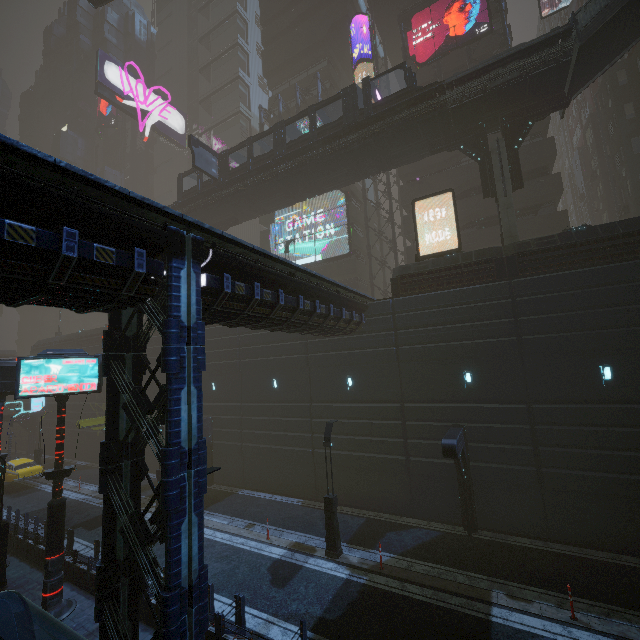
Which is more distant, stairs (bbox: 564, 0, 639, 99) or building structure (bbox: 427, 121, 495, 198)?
building structure (bbox: 427, 121, 495, 198)

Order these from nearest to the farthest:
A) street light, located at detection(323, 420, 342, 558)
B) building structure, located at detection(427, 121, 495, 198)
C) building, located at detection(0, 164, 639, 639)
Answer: building, located at detection(0, 164, 639, 639) → street light, located at detection(323, 420, 342, 558) → building structure, located at detection(427, 121, 495, 198)

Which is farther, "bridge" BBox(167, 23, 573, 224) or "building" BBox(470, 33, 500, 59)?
"building" BBox(470, 33, 500, 59)

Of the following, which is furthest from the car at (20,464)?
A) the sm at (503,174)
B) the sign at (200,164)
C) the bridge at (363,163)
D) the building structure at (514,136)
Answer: the building structure at (514,136)

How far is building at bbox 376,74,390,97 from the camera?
33.1 meters

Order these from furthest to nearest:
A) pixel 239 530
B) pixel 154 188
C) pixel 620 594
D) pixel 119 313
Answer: pixel 154 188
pixel 239 530
pixel 620 594
pixel 119 313

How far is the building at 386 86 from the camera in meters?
33.1
